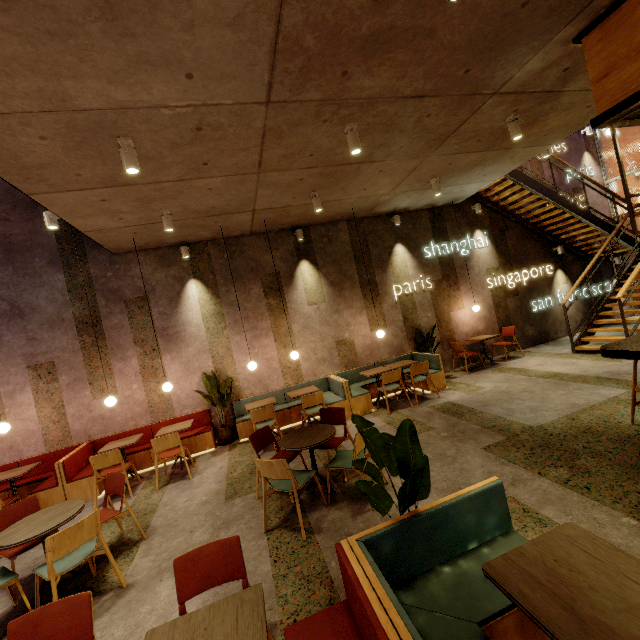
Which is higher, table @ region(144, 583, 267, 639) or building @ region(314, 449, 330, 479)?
table @ region(144, 583, 267, 639)

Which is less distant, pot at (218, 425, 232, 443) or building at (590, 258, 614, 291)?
pot at (218, 425, 232, 443)

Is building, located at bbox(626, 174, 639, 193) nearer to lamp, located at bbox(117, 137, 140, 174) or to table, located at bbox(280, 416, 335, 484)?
table, located at bbox(280, 416, 335, 484)

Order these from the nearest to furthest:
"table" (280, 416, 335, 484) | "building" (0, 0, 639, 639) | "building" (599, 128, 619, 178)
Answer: "building" (0, 0, 639, 639)
"table" (280, 416, 335, 484)
"building" (599, 128, 619, 178)

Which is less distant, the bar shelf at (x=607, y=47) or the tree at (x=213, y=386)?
the bar shelf at (x=607, y=47)

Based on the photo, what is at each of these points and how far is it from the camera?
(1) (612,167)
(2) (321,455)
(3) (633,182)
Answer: (1) building, 11.0m
(2) building, 5.4m
(3) building, 11.2m

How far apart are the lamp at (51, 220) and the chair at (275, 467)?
4.5 meters

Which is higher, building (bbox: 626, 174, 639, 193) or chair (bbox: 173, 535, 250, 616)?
building (bbox: 626, 174, 639, 193)
